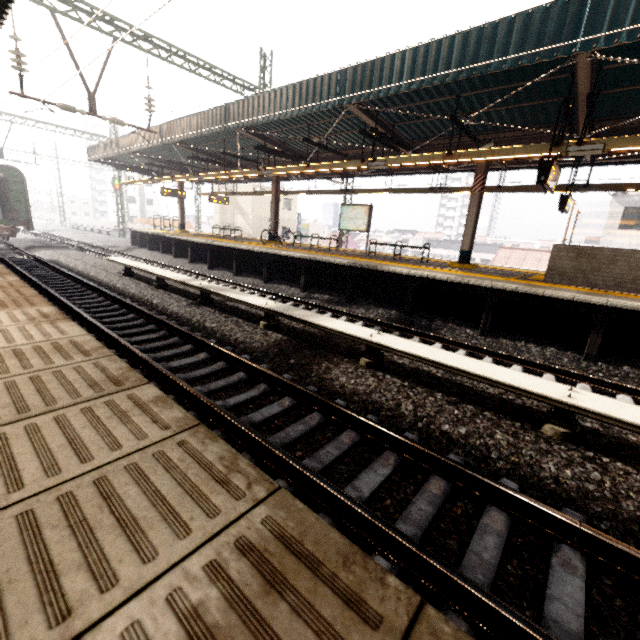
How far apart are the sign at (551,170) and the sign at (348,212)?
6.4m

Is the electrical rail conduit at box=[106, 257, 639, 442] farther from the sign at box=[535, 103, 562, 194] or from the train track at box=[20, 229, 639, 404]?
the sign at box=[535, 103, 562, 194]

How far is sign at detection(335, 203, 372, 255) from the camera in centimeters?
1326cm

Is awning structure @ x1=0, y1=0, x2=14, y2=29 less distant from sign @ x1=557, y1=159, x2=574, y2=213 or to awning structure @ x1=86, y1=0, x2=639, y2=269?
awning structure @ x1=86, y1=0, x2=639, y2=269

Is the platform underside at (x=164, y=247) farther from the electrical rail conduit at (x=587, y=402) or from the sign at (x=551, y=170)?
the electrical rail conduit at (x=587, y=402)

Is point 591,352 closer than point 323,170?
Yes

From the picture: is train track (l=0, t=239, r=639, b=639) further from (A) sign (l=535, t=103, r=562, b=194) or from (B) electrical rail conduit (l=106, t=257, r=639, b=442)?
(A) sign (l=535, t=103, r=562, b=194)

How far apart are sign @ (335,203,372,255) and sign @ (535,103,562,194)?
6.4m
